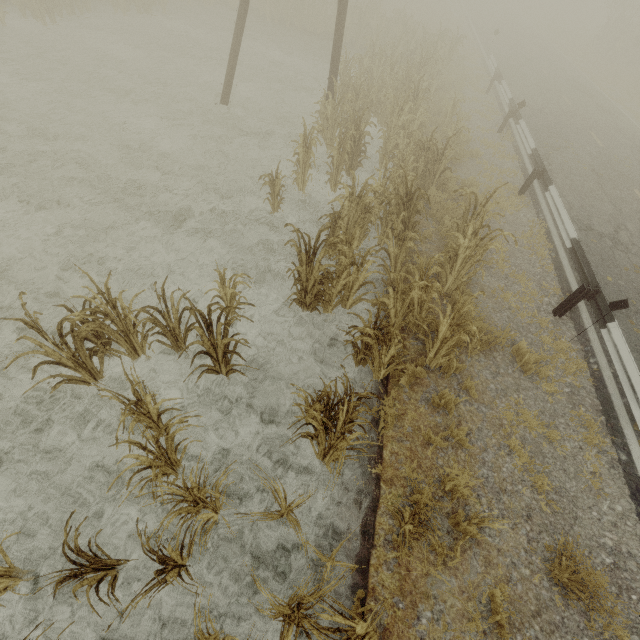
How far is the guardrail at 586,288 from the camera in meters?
6.2

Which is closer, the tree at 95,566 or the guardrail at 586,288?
the tree at 95,566

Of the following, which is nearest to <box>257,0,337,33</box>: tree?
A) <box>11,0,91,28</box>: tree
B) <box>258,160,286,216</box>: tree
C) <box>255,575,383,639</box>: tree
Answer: <box>11,0,91,28</box>: tree

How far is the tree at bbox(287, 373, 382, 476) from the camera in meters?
3.5 m

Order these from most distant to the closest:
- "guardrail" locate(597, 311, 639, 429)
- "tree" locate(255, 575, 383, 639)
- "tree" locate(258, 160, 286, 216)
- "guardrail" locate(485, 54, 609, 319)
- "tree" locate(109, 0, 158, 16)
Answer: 1. "tree" locate(109, 0, 158, 16)
2. "tree" locate(258, 160, 286, 216)
3. "guardrail" locate(485, 54, 609, 319)
4. "guardrail" locate(597, 311, 639, 429)
5. "tree" locate(255, 575, 383, 639)

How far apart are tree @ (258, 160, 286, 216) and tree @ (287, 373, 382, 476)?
5.1 meters

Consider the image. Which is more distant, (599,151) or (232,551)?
(599,151)

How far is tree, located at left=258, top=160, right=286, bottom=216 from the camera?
7.1m
